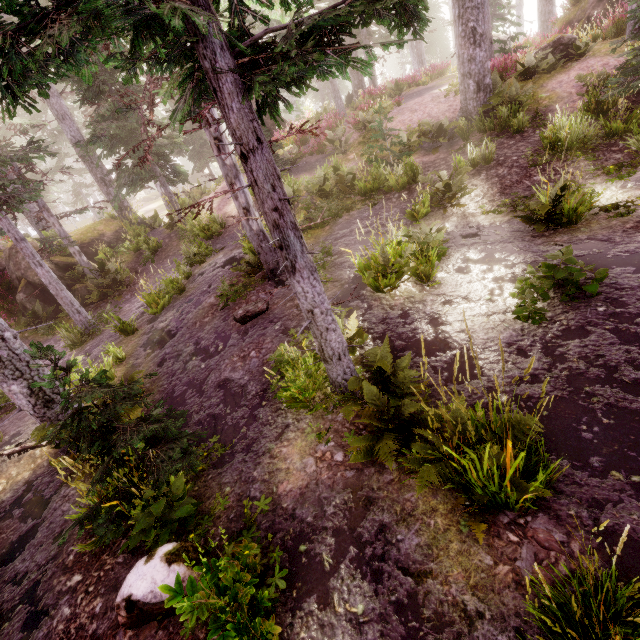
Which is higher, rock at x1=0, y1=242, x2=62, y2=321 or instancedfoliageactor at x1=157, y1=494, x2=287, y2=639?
rock at x1=0, y1=242, x2=62, y2=321

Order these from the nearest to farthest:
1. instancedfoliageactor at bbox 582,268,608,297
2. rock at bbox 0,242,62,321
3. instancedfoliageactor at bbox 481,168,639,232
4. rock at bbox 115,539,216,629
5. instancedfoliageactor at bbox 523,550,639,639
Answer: instancedfoliageactor at bbox 523,550,639,639 → rock at bbox 115,539,216,629 → instancedfoliageactor at bbox 582,268,608,297 → instancedfoliageactor at bbox 481,168,639,232 → rock at bbox 0,242,62,321

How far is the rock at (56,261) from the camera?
14.8 meters

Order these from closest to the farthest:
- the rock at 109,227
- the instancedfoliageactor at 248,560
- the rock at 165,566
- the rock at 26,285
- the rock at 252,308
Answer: Answer: the instancedfoliageactor at 248,560 < the rock at 165,566 < the rock at 252,308 < the rock at 26,285 < the rock at 109,227

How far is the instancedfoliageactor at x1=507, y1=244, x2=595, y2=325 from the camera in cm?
446

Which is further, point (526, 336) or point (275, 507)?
point (526, 336)

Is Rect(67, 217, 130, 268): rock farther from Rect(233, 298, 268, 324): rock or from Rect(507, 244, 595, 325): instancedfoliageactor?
Rect(233, 298, 268, 324): rock

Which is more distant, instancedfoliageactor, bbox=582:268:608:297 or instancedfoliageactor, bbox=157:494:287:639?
instancedfoliageactor, bbox=582:268:608:297
